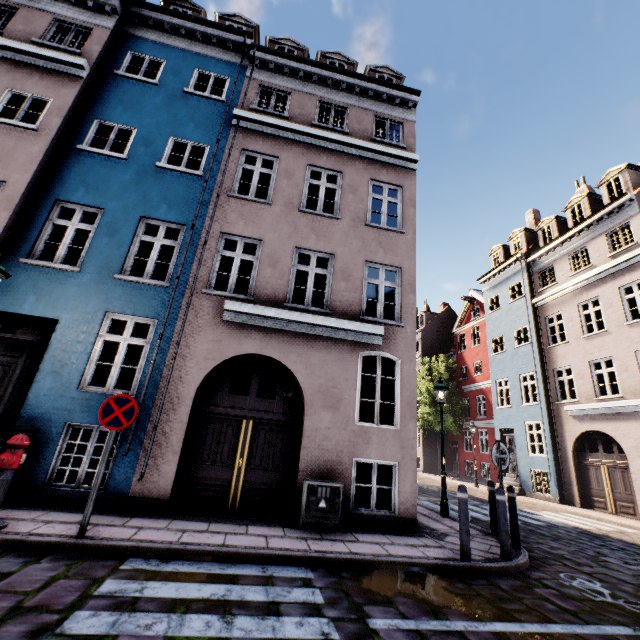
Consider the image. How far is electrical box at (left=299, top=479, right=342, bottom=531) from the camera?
6.2 meters

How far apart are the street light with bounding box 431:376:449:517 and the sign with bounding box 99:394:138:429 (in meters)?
8.14

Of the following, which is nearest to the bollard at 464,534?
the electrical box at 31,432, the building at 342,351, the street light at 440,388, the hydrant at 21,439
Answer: the building at 342,351

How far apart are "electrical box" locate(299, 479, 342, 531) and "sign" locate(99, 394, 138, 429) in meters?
3.4

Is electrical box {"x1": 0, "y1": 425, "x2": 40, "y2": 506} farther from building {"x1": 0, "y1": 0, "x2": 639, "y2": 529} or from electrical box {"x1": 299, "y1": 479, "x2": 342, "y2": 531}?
electrical box {"x1": 299, "y1": 479, "x2": 342, "y2": 531}

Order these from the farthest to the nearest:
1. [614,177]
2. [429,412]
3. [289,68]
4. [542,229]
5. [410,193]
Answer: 1. [429,412]
2. [542,229]
3. [614,177]
4. [289,68]
5. [410,193]

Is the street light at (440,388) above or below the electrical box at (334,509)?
above

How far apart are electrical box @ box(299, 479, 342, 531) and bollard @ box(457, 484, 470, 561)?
2.2m
